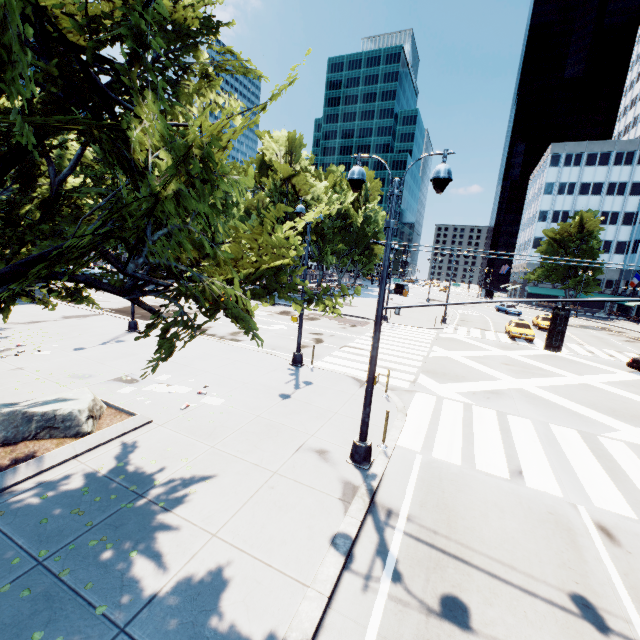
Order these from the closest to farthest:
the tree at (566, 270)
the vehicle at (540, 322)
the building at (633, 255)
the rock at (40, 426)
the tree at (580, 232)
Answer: the rock at (40, 426) < the vehicle at (540, 322) < the tree at (580, 232) < the tree at (566, 270) < the building at (633, 255)

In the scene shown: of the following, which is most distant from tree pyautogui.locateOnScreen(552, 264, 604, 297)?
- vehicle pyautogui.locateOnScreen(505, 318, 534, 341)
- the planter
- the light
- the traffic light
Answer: vehicle pyautogui.locateOnScreen(505, 318, 534, 341)

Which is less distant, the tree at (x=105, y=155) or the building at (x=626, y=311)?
the tree at (x=105, y=155)

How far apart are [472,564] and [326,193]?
42.9m

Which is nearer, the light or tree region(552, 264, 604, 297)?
the light

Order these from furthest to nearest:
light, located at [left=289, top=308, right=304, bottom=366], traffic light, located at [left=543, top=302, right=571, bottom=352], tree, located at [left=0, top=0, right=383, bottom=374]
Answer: light, located at [left=289, top=308, right=304, bottom=366] → traffic light, located at [left=543, top=302, right=571, bottom=352] → tree, located at [left=0, top=0, right=383, bottom=374]

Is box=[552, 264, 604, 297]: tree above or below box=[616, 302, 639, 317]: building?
above

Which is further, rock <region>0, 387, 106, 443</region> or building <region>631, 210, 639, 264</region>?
building <region>631, 210, 639, 264</region>
